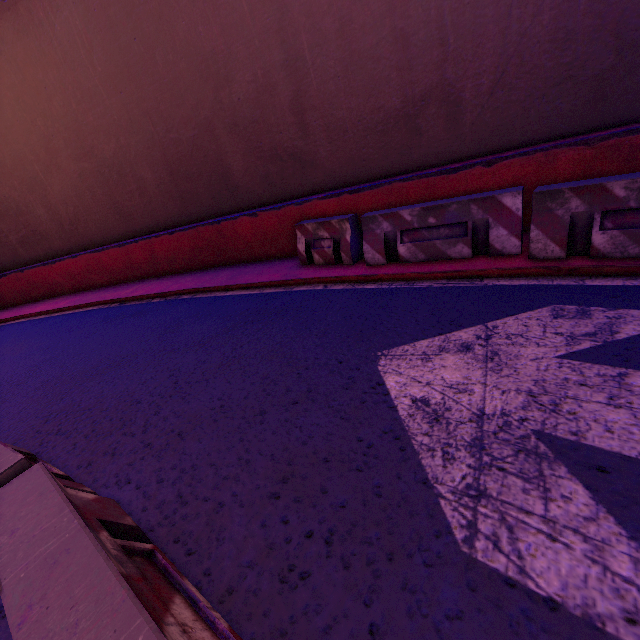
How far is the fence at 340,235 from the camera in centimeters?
466cm

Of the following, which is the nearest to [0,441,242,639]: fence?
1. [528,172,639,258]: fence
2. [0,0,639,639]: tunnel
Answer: Result: [0,0,639,639]: tunnel

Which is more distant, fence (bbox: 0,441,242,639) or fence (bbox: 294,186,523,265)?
fence (bbox: 294,186,523,265)

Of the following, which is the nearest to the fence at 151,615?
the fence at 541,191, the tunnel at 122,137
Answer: the tunnel at 122,137

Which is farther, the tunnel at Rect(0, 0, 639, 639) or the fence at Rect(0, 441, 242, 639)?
the tunnel at Rect(0, 0, 639, 639)

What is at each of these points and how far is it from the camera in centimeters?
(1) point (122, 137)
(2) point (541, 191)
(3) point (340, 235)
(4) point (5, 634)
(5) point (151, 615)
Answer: (1) tunnel, 904cm
(2) fence, 412cm
(3) fence, 628cm
(4) tunnel, 196cm
(5) fence, 110cm

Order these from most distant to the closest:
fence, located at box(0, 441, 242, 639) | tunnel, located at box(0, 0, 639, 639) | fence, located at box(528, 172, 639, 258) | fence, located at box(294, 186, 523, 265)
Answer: fence, located at box(294, 186, 523, 265) < fence, located at box(528, 172, 639, 258) < tunnel, located at box(0, 0, 639, 639) < fence, located at box(0, 441, 242, 639)

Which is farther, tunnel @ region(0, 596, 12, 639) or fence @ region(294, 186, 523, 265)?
fence @ region(294, 186, 523, 265)
